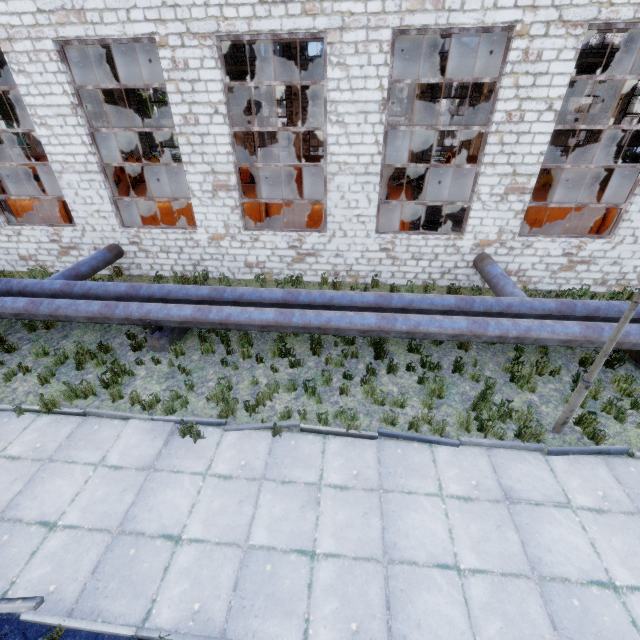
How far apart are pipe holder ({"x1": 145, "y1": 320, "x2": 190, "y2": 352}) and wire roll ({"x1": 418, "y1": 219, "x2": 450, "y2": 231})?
10.55m

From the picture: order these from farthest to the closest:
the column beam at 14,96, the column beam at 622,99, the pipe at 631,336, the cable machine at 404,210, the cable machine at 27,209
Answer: the column beam at 14,96, the column beam at 622,99, the cable machine at 27,209, the cable machine at 404,210, the pipe at 631,336

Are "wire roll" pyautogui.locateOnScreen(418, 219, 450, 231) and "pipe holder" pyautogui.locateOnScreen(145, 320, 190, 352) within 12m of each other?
yes

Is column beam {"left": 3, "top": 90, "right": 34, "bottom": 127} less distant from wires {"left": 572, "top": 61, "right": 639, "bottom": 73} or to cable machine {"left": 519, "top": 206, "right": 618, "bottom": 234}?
wires {"left": 572, "top": 61, "right": 639, "bottom": 73}

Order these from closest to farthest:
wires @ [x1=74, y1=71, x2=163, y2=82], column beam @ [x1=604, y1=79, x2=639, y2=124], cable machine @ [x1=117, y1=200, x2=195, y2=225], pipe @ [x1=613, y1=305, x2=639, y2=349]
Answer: pipe @ [x1=613, y1=305, x2=639, y2=349]
cable machine @ [x1=117, y1=200, x2=195, y2=225]
column beam @ [x1=604, y1=79, x2=639, y2=124]
wires @ [x1=74, y1=71, x2=163, y2=82]

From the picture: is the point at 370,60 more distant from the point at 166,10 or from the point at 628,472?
the point at 628,472

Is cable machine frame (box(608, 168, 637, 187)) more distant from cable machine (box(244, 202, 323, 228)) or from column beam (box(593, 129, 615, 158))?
cable machine (box(244, 202, 323, 228))

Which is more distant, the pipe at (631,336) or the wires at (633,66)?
the wires at (633,66)
